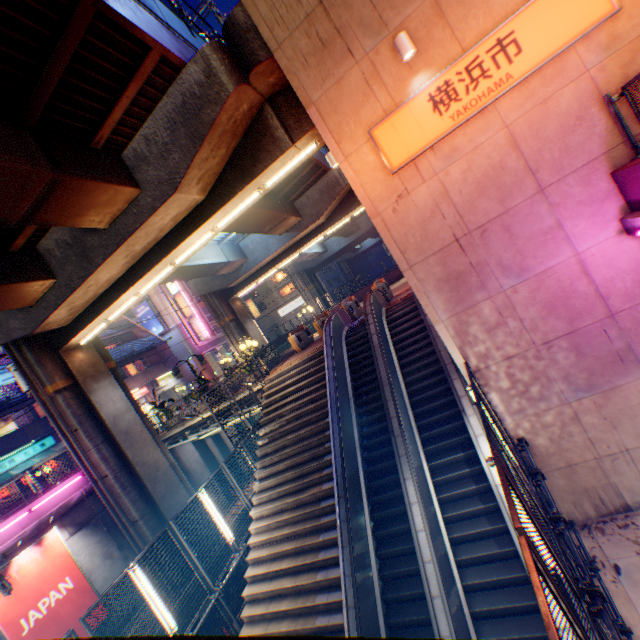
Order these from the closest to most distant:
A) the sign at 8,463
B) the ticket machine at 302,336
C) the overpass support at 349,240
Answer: the ticket machine at 302,336 → the sign at 8,463 → the overpass support at 349,240

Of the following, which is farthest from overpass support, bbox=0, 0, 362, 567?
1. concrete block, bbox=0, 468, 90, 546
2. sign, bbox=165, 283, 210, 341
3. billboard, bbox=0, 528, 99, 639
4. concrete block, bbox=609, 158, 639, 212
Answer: sign, bbox=165, 283, 210, 341

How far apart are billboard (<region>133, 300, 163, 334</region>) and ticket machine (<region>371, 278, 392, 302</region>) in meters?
31.4

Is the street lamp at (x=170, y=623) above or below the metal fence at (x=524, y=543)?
above

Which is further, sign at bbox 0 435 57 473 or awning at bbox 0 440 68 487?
sign at bbox 0 435 57 473

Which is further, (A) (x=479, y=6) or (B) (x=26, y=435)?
(B) (x=26, y=435)

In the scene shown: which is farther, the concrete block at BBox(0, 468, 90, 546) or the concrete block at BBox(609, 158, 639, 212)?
the concrete block at BBox(0, 468, 90, 546)

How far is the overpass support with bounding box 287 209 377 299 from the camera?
38.5 meters
